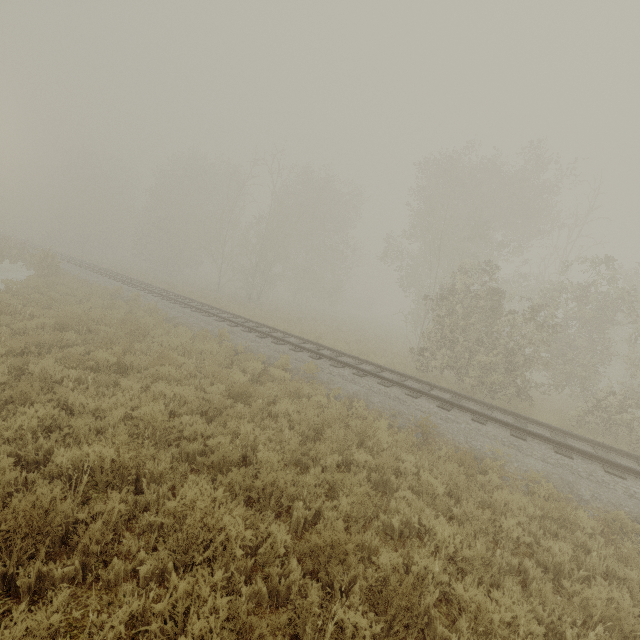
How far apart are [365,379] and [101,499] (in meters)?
8.04
